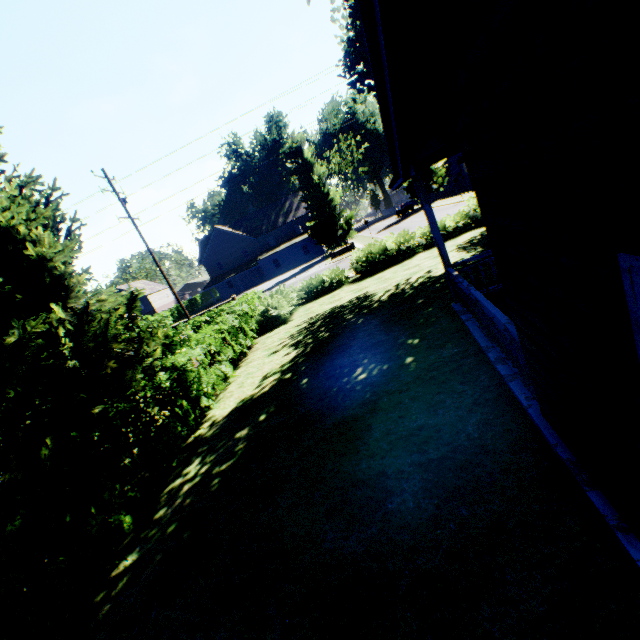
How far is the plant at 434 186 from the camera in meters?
49.6

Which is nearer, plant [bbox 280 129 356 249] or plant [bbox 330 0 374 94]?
plant [bbox 330 0 374 94]

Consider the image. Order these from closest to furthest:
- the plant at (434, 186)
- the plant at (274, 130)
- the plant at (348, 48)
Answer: the plant at (348, 48) → the plant at (434, 186) → the plant at (274, 130)

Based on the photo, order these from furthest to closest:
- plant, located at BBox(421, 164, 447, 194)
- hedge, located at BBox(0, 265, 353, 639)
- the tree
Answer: plant, located at BBox(421, 164, 447, 194) < the tree < hedge, located at BBox(0, 265, 353, 639)

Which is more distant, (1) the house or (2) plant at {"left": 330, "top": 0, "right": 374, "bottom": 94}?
(2) plant at {"left": 330, "top": 0, "right": 374, "bottom": 94}

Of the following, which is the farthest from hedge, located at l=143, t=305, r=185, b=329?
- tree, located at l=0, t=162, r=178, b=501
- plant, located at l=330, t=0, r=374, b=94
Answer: plant, located at l=330, t=0, r=374, b=94

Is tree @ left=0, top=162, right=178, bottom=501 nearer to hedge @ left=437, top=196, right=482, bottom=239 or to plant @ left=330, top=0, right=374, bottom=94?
hedge @ left=437, top=196, right=482, bottom=239

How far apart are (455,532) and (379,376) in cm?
383
